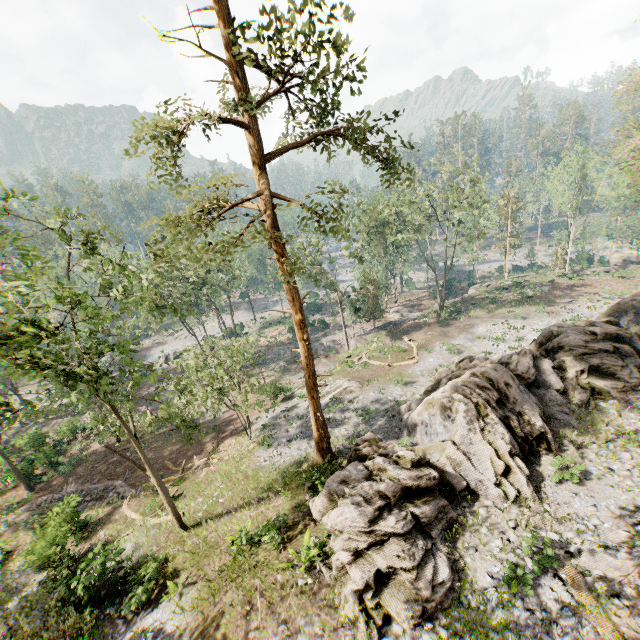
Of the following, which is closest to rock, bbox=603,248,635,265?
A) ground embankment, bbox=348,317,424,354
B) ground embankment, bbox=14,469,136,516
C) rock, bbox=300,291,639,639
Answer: rock, bbox=300,291,639,639

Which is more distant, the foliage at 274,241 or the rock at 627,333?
the rock at 627,333

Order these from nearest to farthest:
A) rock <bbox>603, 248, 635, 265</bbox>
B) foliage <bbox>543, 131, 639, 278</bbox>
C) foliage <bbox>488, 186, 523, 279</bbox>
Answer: foliage <bbox>543, 131, 639, 278</bbox>
foliage <bbox>488, 186, 523, 279</bbox>
rock <bbox>603, 248, 635, 265</bbox>

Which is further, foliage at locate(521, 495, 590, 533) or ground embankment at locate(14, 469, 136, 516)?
ground embankment at locate(14, 469, 136, 516)

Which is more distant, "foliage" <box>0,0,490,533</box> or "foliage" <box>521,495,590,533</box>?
"foliage" <box>521,495,590,533</box>

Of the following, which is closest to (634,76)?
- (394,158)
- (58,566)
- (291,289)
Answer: (394,158)

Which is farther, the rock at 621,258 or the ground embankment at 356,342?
the rock at 621,258

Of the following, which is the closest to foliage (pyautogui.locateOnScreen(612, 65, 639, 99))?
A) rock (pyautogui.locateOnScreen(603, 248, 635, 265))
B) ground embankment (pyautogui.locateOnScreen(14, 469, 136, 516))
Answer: rock (pyautogui.locateOnScreen(603, 248, 635, 265))
